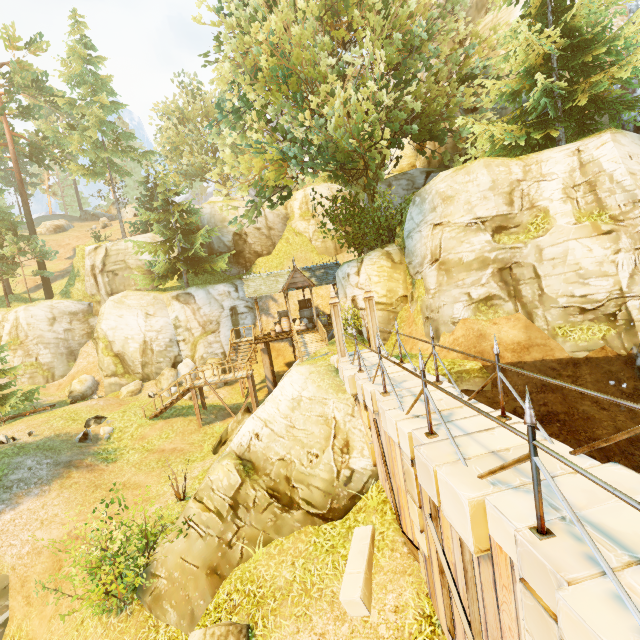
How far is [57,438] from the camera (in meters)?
16.09

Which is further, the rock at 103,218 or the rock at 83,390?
the rock at 103,218

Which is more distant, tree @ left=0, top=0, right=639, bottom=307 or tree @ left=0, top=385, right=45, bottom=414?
tree @ left=0, top=385, right=45, bottom=414

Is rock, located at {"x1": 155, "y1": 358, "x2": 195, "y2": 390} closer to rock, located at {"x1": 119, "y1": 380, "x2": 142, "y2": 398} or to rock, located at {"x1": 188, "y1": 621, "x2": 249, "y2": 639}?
rock, located at {"x1": 119, "y1": 380, "x2": 142, "y2": 398}

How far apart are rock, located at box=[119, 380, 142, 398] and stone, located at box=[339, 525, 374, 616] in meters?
20.2 m

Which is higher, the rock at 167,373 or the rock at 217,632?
the rock at 167,373

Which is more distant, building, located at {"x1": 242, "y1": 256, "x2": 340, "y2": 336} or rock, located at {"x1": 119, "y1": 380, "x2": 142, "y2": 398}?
rock, located at {"x1": 119, "y1": 380, "x2": 142, "y2": 398}

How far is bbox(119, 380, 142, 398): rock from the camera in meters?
22.7
